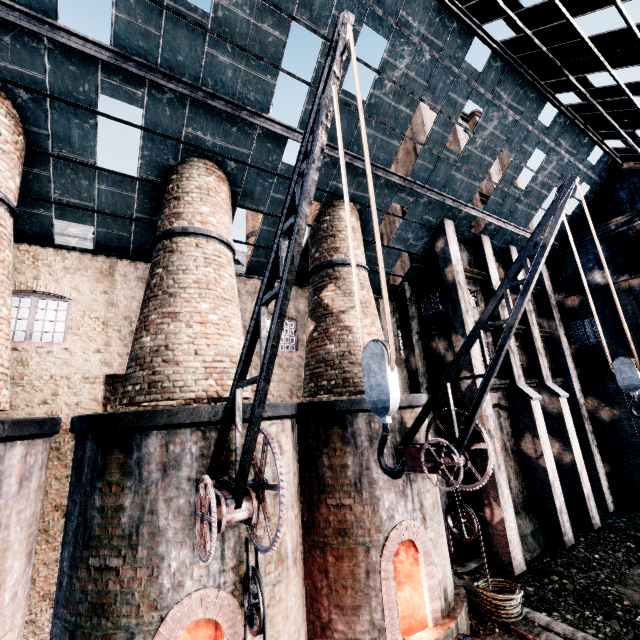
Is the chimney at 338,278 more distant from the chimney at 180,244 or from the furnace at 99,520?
the chimney at 180,244

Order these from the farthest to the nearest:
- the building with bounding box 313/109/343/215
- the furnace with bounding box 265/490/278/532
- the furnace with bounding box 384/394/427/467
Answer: the building with bounding box 313/109/343/215 < the furnace with bounding box 384/394/427/467 < the furnace with bounding box 265/490/278/532

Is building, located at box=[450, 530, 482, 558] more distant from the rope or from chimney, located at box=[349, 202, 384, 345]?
the rope

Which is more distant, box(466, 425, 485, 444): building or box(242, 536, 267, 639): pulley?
box(466, 425, 485, 444): building

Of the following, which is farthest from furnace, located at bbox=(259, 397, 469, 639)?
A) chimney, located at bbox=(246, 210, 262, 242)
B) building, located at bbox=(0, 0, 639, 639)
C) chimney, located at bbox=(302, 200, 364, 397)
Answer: chimney, located at bbox=(246, 210, 262, 242)

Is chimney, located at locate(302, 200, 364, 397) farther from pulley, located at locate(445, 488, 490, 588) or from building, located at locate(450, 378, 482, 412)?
pulley, located at locate(445, 488, 490, 588)

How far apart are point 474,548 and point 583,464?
8.1m

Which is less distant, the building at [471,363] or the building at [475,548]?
the building at [475,548]
